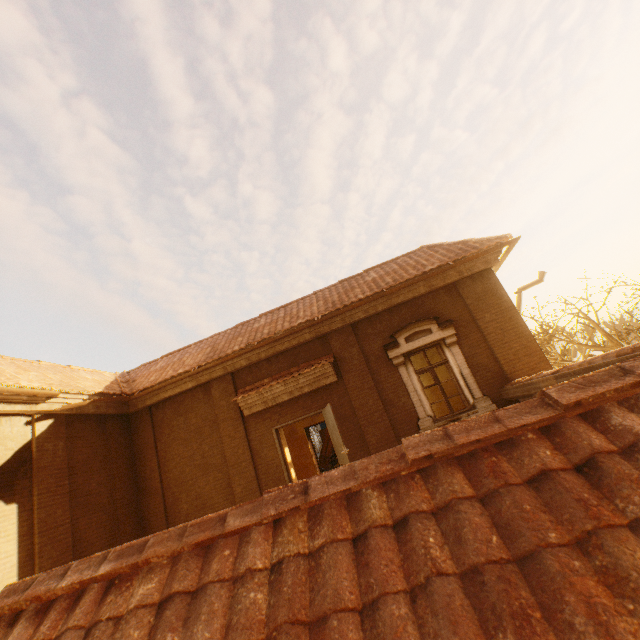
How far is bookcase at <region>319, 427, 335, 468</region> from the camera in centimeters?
1758cm

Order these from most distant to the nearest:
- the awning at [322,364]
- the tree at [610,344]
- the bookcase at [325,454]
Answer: the bookcase at [325,454] < the tree at [610,344] < the awning at [322,364]

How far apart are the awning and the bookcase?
9.41m

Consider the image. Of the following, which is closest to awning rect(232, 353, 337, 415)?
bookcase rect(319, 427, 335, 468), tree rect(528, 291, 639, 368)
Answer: bookcase rect(319, 427, 335, 468)

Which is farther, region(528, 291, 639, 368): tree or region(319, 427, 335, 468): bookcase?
region(319, 427, 335, 468): bookcase

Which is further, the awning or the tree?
the tree

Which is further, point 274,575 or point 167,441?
point 167,441

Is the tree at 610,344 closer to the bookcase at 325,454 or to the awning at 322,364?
the awning at 322,364
